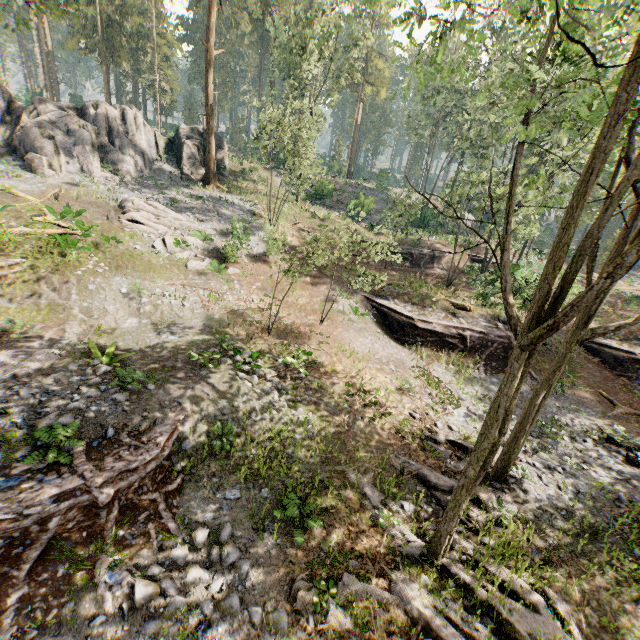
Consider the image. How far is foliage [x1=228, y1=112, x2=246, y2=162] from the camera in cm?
5621

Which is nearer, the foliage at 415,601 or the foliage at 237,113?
the foliage at 415,601

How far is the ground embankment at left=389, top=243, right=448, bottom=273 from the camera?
30.8m

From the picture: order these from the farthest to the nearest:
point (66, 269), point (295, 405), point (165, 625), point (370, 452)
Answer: point (66, 269)
point (295, 405)
point (370, 452)
point (165, 625)

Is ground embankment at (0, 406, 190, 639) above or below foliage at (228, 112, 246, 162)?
below

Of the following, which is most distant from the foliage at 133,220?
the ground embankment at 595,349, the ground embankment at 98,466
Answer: the ground embankment at 98,466

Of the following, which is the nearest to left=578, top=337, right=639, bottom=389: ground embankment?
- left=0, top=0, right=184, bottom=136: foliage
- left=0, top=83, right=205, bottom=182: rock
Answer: left=0, top=0, right=184, bottom=136: foliage
